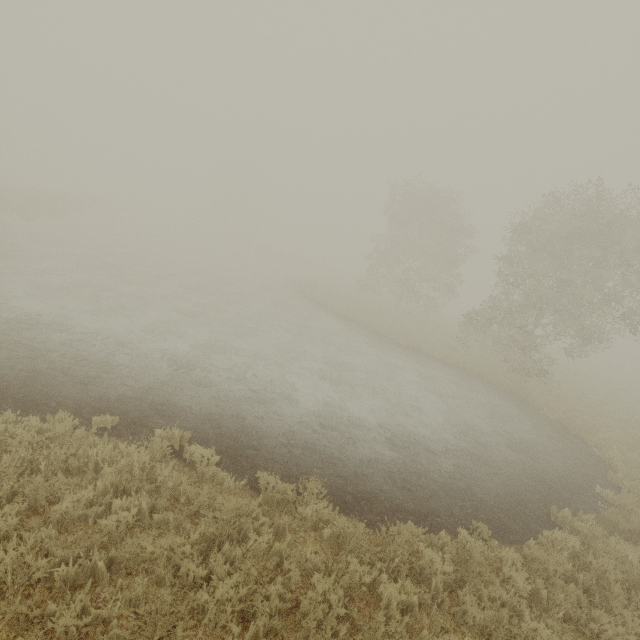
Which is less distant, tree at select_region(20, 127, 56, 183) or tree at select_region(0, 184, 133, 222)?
tree at select_region(0, 184, 133, 222)

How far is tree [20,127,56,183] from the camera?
57.03m

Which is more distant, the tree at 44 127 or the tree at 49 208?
the tree at 44 127

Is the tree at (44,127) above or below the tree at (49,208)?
above

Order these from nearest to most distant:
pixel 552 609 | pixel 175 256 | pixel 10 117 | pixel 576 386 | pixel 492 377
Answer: pixel 552 609, pixel 492 377, pixel 576 386, pixel 175 256, pixel 10 117

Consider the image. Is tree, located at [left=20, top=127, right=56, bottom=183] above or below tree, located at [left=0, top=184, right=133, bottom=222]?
above
